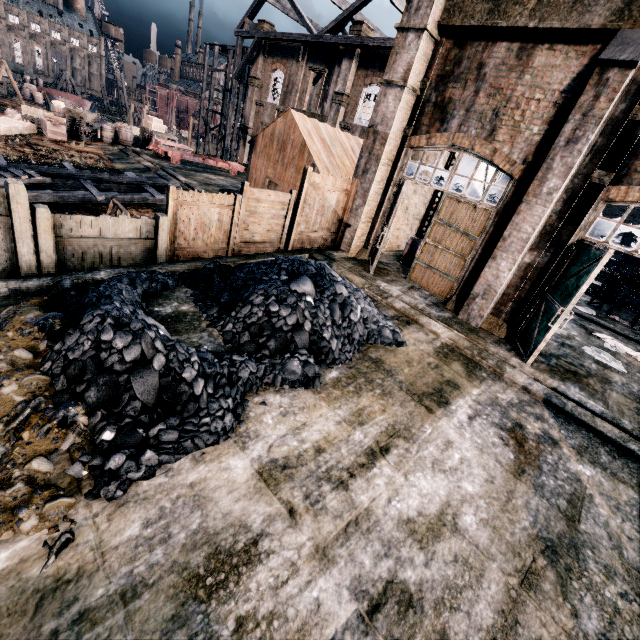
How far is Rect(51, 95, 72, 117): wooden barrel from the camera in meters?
27.0 m

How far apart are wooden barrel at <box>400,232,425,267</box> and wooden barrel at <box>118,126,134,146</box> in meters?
Result: 27.4 m

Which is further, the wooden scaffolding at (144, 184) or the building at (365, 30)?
the building at (365, 30)

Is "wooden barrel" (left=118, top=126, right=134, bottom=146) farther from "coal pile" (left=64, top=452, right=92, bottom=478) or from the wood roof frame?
"coal pile" (left=64, top=452, right=92, bottom=478)

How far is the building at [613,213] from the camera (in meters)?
33.62

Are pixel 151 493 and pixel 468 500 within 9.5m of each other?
yes

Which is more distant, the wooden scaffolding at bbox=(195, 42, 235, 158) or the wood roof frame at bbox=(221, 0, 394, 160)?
the wooden scaffolding at bbox=(195, 42, 235, 158)

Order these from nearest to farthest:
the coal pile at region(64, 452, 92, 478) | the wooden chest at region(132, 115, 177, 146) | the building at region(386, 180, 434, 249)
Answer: the coal pile at region(64, 452, 92, 478), the building at region(386, 180, 434, 249), the wooden chest at region(132, 115, 177, 146)
